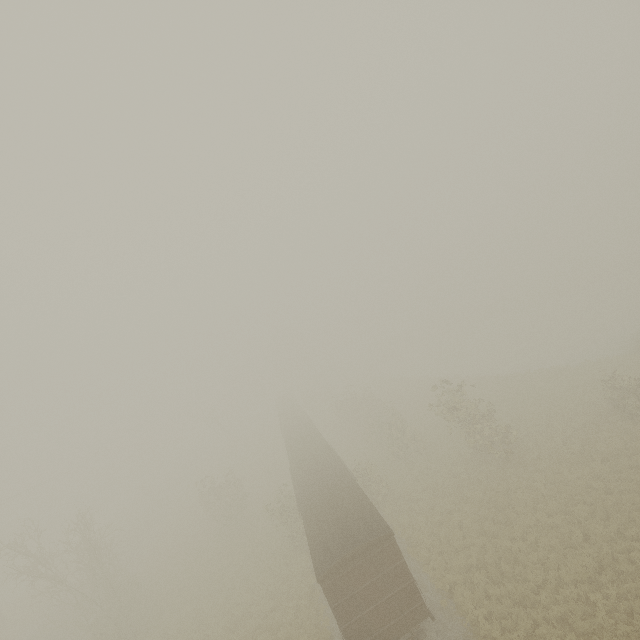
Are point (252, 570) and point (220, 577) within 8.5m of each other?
yes
